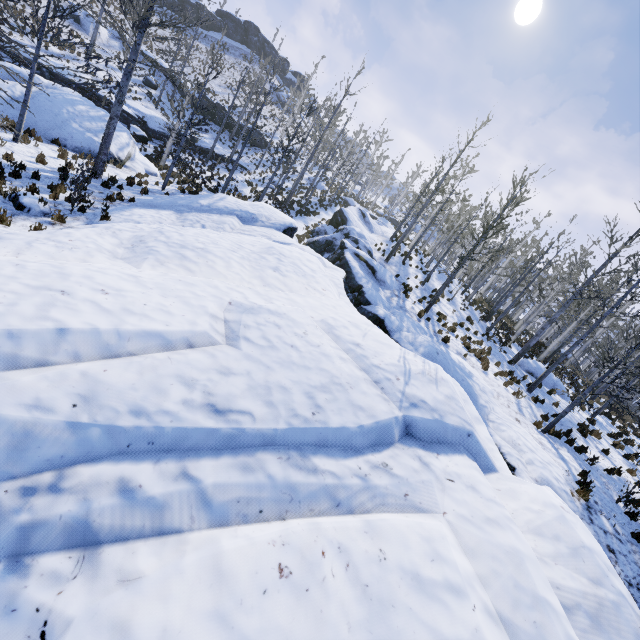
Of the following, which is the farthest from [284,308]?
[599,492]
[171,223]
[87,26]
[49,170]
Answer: [87,26]

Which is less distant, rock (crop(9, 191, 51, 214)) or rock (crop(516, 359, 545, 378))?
rock (crop(9, 191, 51, 214))

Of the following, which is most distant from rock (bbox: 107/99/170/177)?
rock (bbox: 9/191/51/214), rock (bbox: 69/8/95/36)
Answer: rock (bbox: 69/8/95/36)

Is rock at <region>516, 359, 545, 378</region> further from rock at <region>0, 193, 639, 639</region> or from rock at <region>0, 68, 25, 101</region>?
rock at <region>0, 68, 25, 101</region>

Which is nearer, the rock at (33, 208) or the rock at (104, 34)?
the rock at (33, 208)

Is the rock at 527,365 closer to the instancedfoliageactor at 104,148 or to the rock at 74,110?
the instancedfoliageactor at 104,148

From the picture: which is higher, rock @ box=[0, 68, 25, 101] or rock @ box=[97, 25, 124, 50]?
rock @ box=[97, 25, 124, 50]

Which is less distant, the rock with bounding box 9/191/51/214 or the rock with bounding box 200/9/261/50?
the rock with bounding box 9/191/51/214
